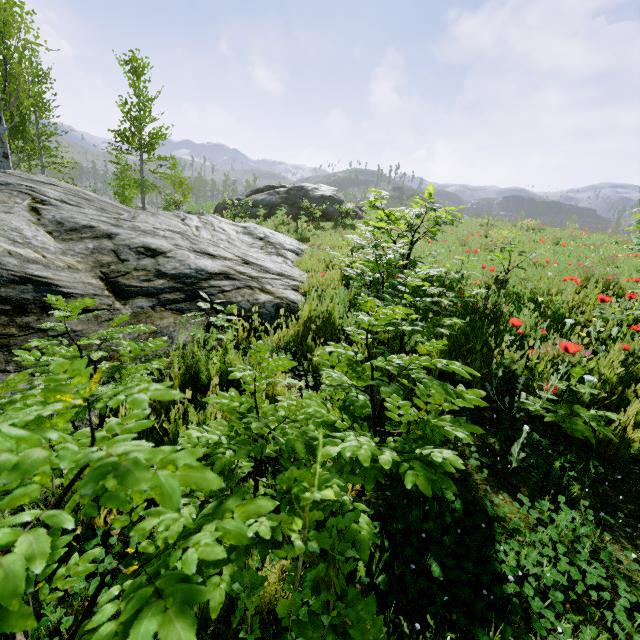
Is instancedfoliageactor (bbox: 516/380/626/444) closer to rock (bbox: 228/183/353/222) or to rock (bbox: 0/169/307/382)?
rock (bbox: 0/169/307/382)

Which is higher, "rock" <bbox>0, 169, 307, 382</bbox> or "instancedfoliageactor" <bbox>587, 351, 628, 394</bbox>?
"instancedfoliageactor" <bbox>587, 351, 628, 394</bbox>

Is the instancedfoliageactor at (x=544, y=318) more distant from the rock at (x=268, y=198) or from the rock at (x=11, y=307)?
the rock at (x=268, y=198)

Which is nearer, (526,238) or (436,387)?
(436,387)

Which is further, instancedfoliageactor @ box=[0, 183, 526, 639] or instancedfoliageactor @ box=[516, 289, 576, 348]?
instancedfoliageactor @ box=[516, 289, 576, 348]

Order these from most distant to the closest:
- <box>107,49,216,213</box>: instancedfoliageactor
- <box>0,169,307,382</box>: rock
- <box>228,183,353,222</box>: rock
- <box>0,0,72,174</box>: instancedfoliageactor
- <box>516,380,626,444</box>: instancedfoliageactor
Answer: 1. <box>228,183,353,222</box>: rock
2. <box>107,49,216,213</box>: instancedfoliageactor
3. <box>0,0,72,174</box>: instancedfoliageactor
4. <box>0,169,307,382</box>: rock
5. <box>516,380,626,444</box>: instancedfoliageactor
